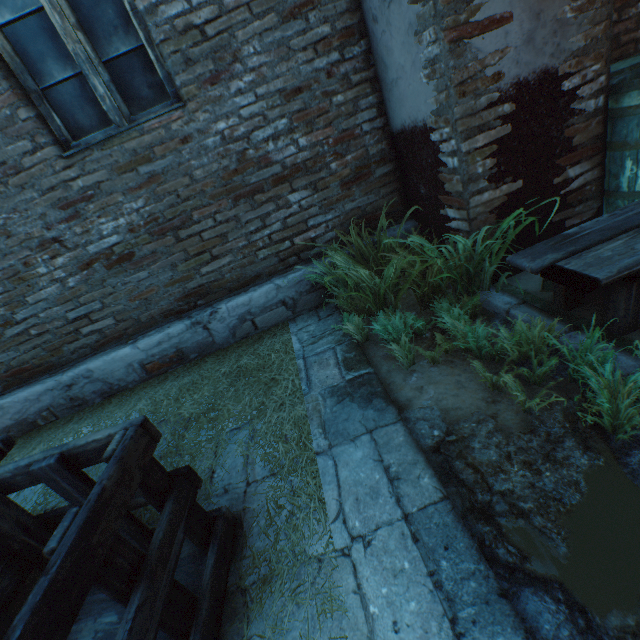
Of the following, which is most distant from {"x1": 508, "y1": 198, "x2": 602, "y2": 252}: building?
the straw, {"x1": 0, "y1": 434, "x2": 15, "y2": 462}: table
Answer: {"x1": 0, "y1": 434, "x2": 15, "y2": 462}: table

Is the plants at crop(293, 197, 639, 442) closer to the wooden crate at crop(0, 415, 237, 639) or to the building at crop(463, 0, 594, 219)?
the building at crop(463, 0, 594, 219)

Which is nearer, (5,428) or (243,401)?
(243,401)

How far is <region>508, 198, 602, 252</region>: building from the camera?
2.2 meters

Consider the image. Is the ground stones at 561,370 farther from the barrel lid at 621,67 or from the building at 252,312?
the barrel lid at 621,67

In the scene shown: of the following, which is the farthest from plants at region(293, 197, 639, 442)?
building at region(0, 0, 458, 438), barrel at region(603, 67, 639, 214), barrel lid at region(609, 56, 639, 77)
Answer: barrel lid at region(609, 56, 639, 77)

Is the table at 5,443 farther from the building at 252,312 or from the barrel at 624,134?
the barrel at 624,134

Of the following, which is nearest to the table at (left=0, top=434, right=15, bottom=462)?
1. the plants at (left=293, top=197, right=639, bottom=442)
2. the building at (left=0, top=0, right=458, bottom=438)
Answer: the building at (left=0, top=0, right=458, bottom=438)
